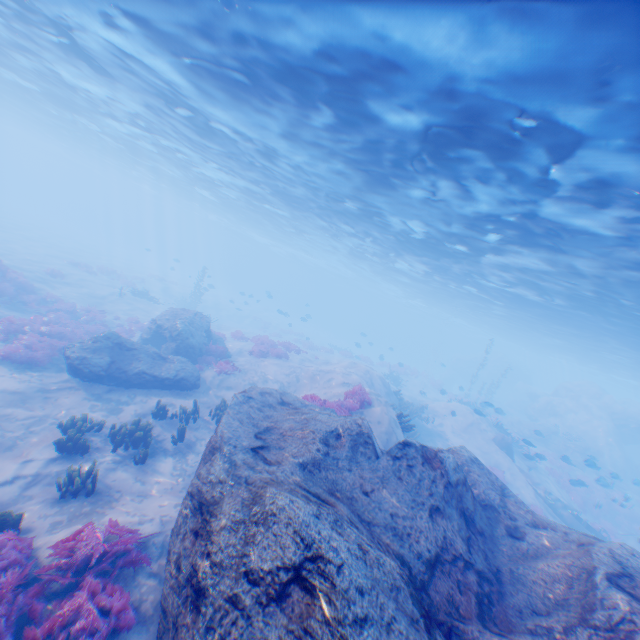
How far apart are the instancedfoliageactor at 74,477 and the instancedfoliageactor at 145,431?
1.8m

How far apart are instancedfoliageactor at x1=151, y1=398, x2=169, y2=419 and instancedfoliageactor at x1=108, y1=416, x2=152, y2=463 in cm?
142

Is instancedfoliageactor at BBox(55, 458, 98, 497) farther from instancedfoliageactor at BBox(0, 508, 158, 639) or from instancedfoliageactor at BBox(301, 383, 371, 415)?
instancedfoliageactor at BBox(301, 383, 371, 415)

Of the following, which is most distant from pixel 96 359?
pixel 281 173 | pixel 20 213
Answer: pixel 20 213

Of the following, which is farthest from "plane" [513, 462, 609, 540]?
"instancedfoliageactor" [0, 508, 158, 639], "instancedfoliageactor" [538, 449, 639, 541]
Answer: "instancedfoliageactor" [0, 508, 158, 639]

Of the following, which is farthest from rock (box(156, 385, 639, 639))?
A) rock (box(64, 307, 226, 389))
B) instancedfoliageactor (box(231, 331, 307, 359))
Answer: instancedfoliageactor (box(231, 331, 307, 359))

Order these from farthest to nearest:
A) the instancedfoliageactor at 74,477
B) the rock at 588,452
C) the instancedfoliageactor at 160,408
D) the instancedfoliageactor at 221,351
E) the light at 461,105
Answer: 1. the rock at 588,452
2. the instancedfoliageactor at 221,351
3. the instancedfoliageactor at 160,408
4. the instancedfoliageactor at 74,477
5. the light at 461,105
